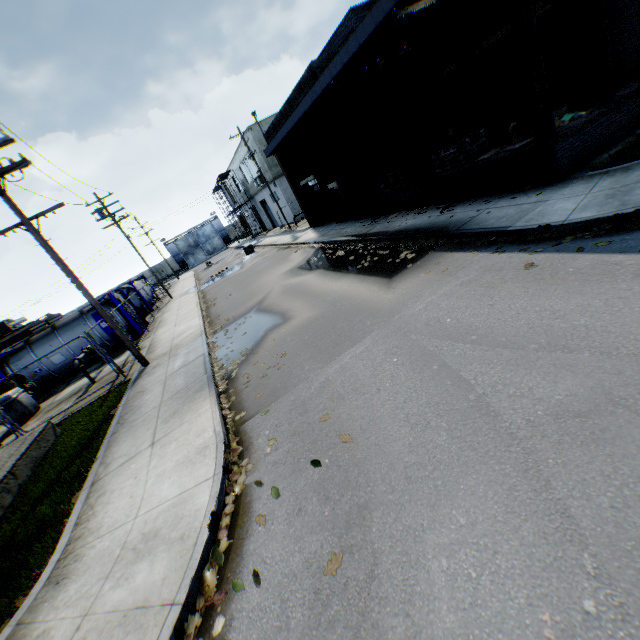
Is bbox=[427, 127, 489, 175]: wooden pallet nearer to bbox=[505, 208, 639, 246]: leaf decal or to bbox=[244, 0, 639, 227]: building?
bbox=[244, 0, 639, 227]: building

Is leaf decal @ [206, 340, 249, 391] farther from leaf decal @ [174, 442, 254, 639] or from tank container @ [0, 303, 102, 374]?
tank container @ [0, 303, 102, 374]

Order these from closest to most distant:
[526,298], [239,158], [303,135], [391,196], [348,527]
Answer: [348,527]
[526,298]
[391,196]
[303,135]
[239,158]

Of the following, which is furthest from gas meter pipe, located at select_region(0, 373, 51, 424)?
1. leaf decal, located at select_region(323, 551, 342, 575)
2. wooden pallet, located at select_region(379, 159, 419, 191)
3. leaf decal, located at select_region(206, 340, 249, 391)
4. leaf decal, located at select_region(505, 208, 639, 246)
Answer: wooden pallet, located at select_region(379, 159, 419, 191)

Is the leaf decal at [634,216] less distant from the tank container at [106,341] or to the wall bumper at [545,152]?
the wall bumper at [545,152]

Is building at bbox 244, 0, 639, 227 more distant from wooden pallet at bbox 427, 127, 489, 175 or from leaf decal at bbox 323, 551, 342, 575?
leaf decal at bbox 323, 551, 342, 575

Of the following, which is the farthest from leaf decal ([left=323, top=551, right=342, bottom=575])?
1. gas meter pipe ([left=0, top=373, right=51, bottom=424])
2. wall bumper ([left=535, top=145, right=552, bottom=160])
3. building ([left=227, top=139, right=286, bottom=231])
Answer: building ([left=227, top=139, right=286, bottom=231])

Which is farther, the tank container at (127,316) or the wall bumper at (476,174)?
the tank container at (127,316)
